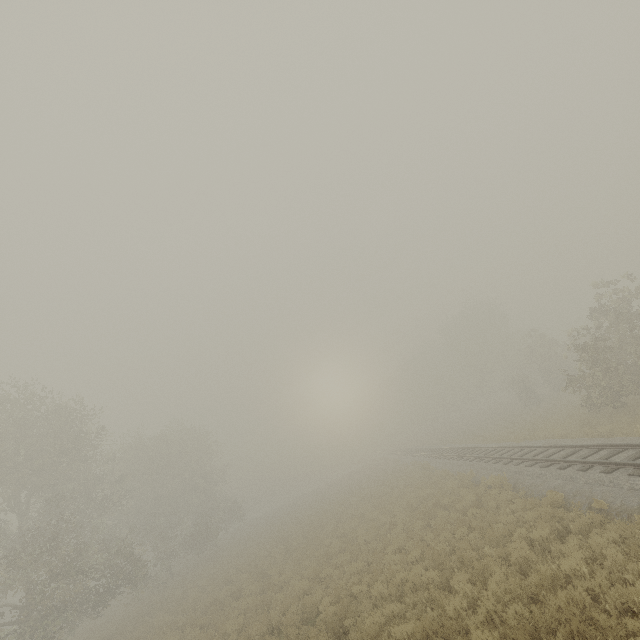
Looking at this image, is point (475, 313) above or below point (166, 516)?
above
